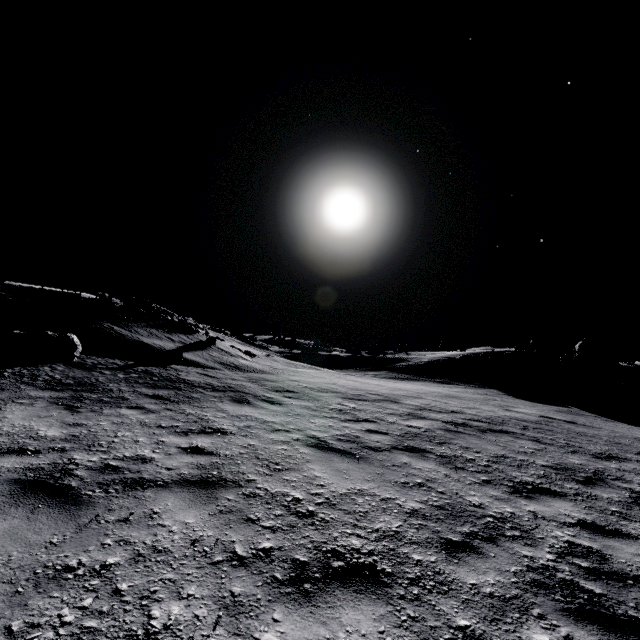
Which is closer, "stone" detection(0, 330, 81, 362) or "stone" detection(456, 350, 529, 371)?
"stone" detection(0, 330, 81, 362)

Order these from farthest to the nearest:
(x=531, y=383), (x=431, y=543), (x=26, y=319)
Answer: (x=531, y=383), (x=26, y=319), (x=431, y=543)

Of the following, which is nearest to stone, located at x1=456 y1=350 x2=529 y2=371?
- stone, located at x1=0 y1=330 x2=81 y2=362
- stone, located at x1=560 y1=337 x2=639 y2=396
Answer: stone, located at x1=560 y1=337 x2=639 y2=396

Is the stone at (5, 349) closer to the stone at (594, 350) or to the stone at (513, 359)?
the stone at (513, 359)

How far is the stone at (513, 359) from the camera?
23.4m

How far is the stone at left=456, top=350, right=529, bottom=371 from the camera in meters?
23.4 m

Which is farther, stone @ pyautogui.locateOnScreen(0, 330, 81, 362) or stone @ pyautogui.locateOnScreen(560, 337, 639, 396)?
stone @ pyautogui.locateOnScreen(560, 337, 639, 396)
